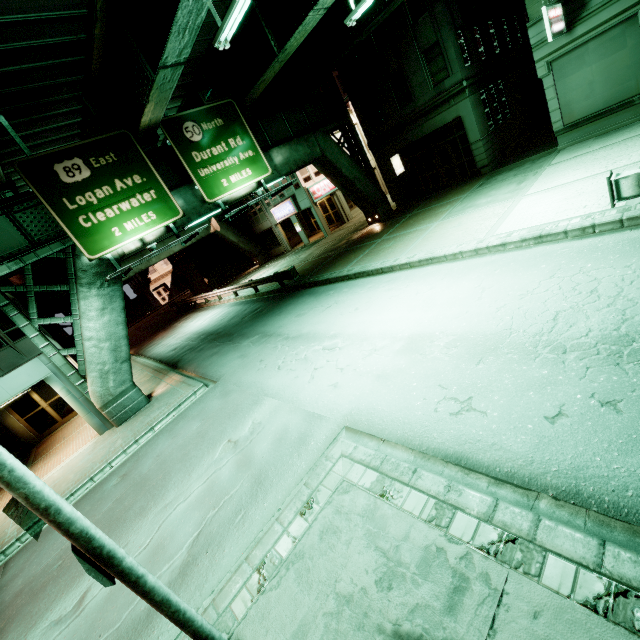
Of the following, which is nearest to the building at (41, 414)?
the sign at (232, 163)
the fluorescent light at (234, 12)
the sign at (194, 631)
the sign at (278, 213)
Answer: the sign at (232, 163)

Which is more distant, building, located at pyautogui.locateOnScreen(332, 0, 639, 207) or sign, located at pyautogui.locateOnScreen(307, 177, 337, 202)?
sign, located at pyautogui.locateOnScreen(307, 177, 337, 202)

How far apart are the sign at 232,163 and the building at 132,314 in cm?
4957

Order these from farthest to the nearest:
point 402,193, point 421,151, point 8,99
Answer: point 402,193, point 421,151, point 8,99

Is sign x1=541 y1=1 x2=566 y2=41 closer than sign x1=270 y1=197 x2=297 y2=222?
Yes

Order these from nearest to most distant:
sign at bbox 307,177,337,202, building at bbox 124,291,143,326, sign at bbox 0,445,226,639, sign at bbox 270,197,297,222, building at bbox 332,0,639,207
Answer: sign at bbox 0,445,226,639 → building at bbox 332,0,639,207 → sign at bbox 307,177,337,202 → sign at bbox 270,197,297,222 → building at bbox 124,291,143,326

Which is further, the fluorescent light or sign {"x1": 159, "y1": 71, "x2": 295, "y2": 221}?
sign {"x1": 159, "y1": 71, "x2": 295, "y2": 221}

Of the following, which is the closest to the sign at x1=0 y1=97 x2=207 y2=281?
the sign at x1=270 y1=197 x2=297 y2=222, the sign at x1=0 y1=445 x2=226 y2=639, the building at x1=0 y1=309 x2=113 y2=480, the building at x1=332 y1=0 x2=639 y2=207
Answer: the building at x1=0 y1=309 x2=113 y2=480
